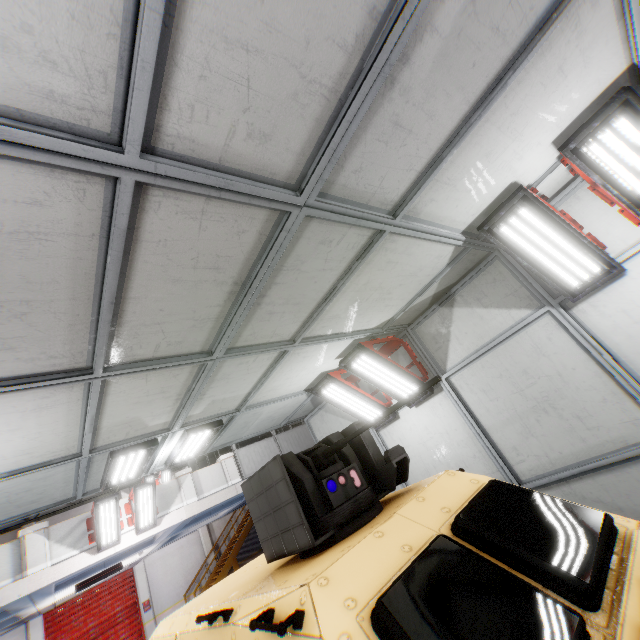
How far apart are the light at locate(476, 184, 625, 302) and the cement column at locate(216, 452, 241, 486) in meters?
12.3 m

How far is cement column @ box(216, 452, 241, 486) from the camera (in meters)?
12.42

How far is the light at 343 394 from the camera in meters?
5.4

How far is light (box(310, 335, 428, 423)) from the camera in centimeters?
539cm

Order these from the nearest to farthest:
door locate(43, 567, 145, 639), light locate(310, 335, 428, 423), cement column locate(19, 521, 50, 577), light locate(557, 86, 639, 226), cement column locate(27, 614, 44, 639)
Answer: light locate(557, 86, 639, 226) < light locate(310, 335, 428, 423) < cement column locate(19, 521, 50, 577) < cement column locate(27, 614, 44, 639) < door locate(43, 567, 145, 639)

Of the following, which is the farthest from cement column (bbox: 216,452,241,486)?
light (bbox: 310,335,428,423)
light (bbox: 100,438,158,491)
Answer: light (bbox: 310,335,428,423)

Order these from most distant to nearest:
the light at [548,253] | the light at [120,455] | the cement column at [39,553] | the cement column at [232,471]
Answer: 1. the cement column at [232,471]
2. the cement column at [39,553]
3. the light at [120,455]
4. the light at [548,253]

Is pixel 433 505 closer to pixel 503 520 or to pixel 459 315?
pixel 503 520
